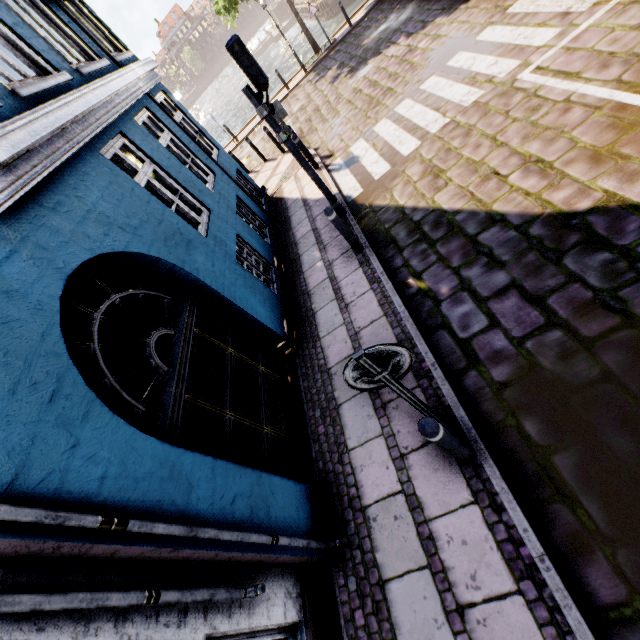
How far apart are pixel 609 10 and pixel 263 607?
10.0 meters

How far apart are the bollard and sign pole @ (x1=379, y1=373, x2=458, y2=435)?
0.2 meters

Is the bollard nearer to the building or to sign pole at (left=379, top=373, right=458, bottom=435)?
sign pole at (left=379, top=373, right=458, bottom=435)

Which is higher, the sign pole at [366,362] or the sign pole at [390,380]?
the sign pole at [366,362]

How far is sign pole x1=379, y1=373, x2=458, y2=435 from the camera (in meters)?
2.46

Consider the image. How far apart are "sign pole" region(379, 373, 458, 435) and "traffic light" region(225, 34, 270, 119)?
5.2m

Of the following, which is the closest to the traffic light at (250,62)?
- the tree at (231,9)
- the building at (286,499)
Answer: the building at (286,499)

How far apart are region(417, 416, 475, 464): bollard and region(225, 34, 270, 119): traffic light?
5.5 meters
